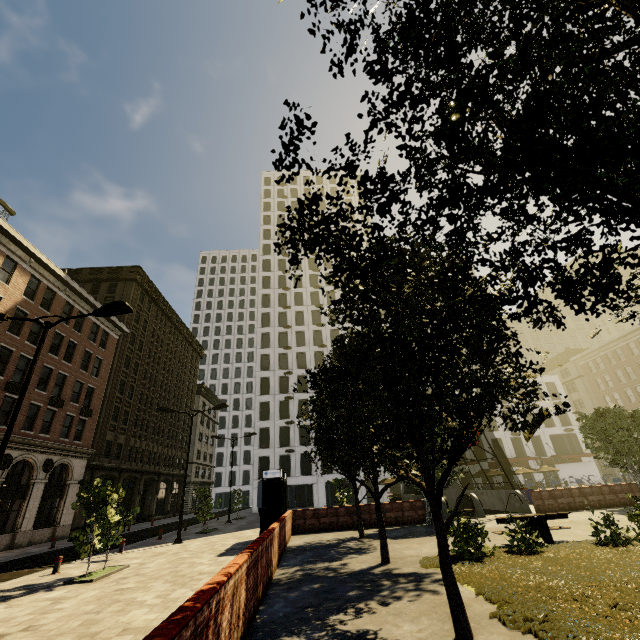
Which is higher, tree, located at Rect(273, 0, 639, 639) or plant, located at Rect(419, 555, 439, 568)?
tree, located at Rect(273, 0, 639, 639)

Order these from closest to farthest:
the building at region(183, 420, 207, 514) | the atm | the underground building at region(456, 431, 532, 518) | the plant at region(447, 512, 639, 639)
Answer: the plant at region(447, 512, 639, 639) < the atm < the underground building at region(456, 431, 532, 518) < the building at region(183, 420, 207, 514)

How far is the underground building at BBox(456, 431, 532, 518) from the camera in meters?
20.5

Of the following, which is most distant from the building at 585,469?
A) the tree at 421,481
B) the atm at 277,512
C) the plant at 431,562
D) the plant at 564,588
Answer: the plant at 431,562

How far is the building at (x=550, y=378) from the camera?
50.50m

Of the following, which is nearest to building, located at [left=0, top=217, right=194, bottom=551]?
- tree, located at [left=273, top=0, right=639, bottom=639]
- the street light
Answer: tree, located at [left=273, top=0, right=639, bottom=639]

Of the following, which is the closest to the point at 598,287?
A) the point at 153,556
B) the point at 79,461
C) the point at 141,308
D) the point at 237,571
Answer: the point at 237,571

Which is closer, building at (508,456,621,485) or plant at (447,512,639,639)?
plant at (447,512,639,639)
